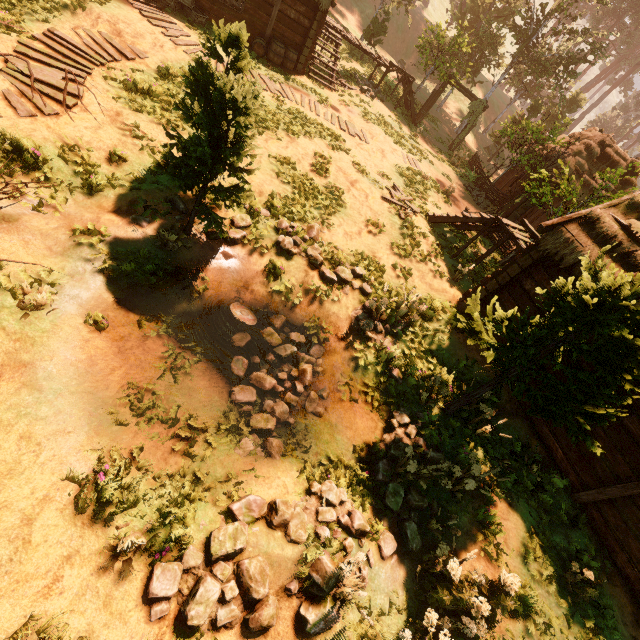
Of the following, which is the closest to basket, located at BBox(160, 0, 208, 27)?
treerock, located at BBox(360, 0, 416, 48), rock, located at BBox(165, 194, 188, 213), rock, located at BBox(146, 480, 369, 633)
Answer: treerock, located at BBox(360, 0, 416, 48)

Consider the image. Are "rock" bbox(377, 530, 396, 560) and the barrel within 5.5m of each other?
no

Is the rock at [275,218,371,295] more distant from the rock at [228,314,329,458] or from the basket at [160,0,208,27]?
the basket at [160,0,208,27]

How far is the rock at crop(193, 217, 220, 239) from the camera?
8.1m

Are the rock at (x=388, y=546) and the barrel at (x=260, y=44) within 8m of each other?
no

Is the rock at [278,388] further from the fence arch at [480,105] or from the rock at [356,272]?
the fence arch at [480,105]

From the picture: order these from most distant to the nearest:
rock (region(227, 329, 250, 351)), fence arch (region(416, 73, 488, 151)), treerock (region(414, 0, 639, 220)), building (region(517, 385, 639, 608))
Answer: fence arch (region(416, 73, 488, 151))
treerock (region(414, 0, 639, 220))
rock (region(227, 329, 250, 351))
building (region(517, 385, 639, 608))

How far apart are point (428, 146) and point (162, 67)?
18.5m
